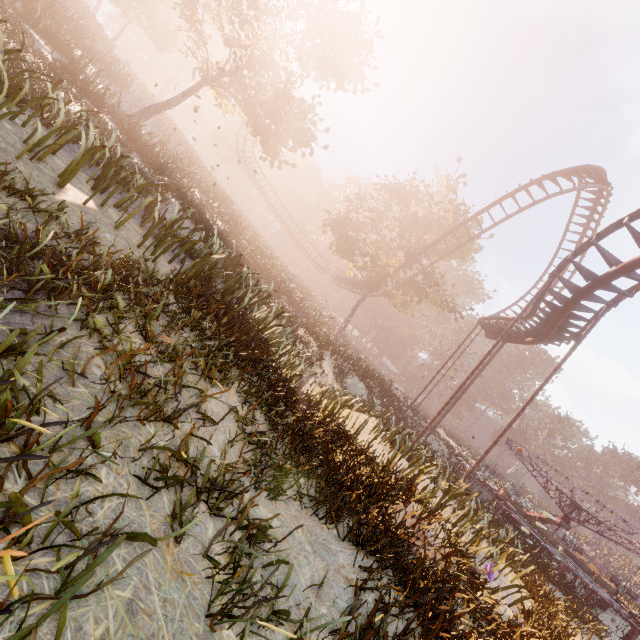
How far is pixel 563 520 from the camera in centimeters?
1958cm

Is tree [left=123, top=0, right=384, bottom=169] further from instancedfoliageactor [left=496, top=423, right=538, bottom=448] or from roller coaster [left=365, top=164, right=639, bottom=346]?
instancedfoliageactor [left=496, top=423, right=538, bottom=448]

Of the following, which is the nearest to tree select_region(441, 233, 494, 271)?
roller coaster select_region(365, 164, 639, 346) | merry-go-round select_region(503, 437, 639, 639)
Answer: roller coaster select_region(365, 164, 639, 346)

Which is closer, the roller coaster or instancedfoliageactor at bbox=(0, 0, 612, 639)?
instancedfoliageactor at bbox=(0, 0, 612, 639)

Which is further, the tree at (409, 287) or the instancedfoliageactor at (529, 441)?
the instancedfoliageactor at (529, 441)

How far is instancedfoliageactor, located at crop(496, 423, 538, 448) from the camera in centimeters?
5644cm

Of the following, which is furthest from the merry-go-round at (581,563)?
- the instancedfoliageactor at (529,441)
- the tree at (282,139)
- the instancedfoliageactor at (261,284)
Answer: the instancedfoliageactor at (261,284)

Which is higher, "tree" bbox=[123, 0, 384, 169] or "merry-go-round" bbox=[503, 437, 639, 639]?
"tree" bbox=[123, 0, 384, 169]
